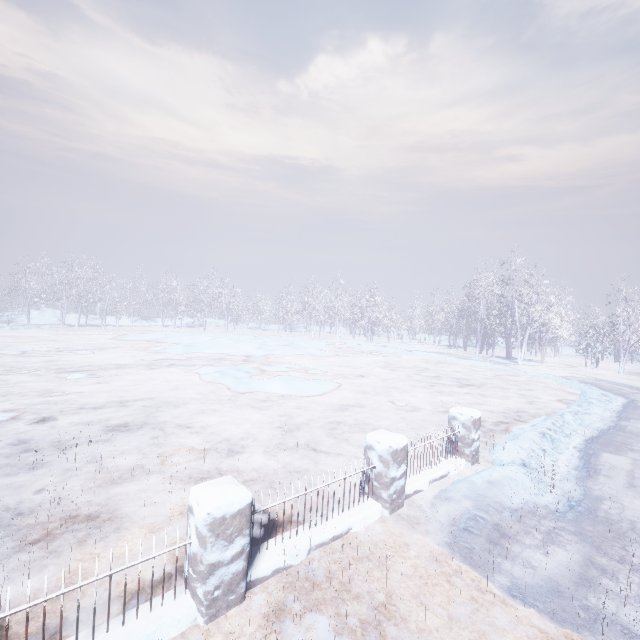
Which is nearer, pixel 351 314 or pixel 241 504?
pixel 241 504
